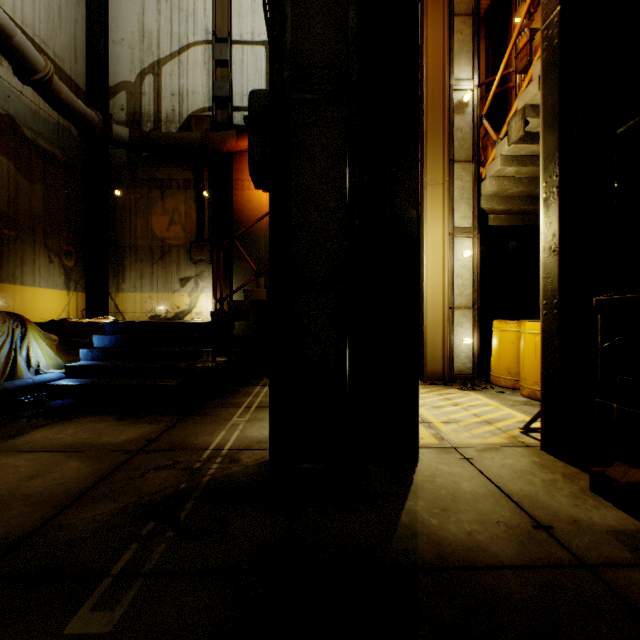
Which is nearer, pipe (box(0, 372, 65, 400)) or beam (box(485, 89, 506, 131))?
pipe (box(0, 372, 65, 400))

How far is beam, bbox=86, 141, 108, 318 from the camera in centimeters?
868cm

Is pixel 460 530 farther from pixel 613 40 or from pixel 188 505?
pixel 613 40

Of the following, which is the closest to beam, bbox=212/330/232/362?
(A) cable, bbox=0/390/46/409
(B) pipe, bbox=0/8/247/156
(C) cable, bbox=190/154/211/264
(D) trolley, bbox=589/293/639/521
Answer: (C) cable, bbox=190/154/211/264

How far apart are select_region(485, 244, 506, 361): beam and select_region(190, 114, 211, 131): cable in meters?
8.3

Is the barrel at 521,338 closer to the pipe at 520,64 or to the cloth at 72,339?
the pipe at 520,64

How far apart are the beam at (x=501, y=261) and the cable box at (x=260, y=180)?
8.0m

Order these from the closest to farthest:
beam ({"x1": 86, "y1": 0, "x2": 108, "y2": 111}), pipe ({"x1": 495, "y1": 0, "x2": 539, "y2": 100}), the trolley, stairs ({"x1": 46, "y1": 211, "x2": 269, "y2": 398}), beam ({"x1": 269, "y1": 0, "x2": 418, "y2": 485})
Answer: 1. the trolley
2. beam ({"x1": 269, "y1": 0, "x2": 418, "y2": 485})
3. stairs ({"x1": 46, "y1": 211, "x2": 269, "y2": 398})
4. pipe ({"x1": 495, "y1": 0, "x2": 539, "y2": 100})
5. beam ({"x1": 86, "y1": 0, "x2": 108, "y2": 111})
